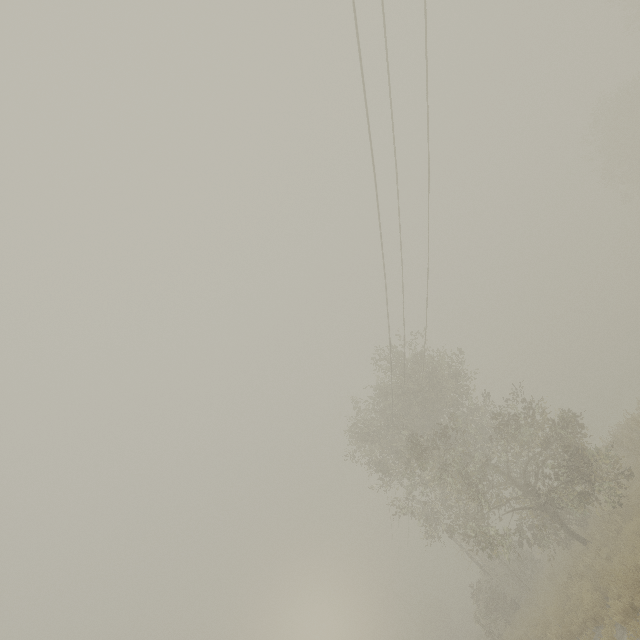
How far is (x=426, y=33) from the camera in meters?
9.3 m
